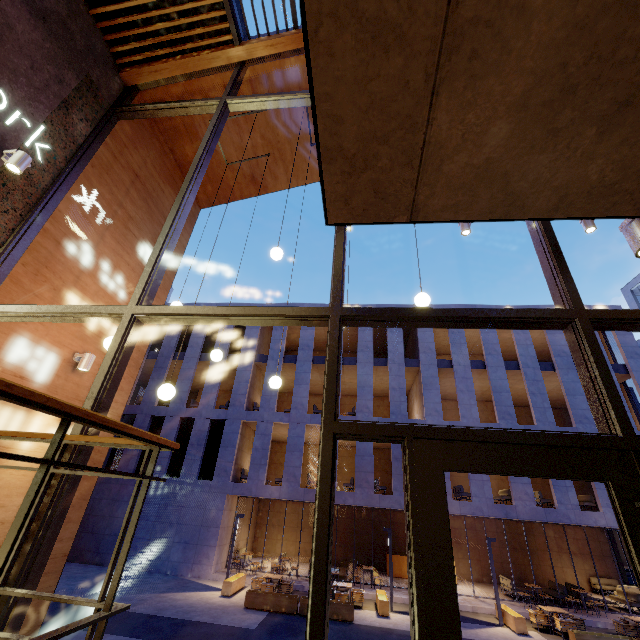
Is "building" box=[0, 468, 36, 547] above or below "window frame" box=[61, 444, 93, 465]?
below

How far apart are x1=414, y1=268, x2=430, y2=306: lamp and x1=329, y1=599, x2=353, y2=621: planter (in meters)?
13.09

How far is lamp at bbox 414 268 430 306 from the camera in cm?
390

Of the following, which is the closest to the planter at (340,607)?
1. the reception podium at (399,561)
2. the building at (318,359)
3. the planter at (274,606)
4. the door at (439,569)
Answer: the planter at (274,606)

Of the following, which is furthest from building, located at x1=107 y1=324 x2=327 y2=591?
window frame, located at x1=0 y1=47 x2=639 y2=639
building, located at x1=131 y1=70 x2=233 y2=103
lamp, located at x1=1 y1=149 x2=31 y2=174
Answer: lamp, located at x1=1 y1=149 x2=31 y2=174

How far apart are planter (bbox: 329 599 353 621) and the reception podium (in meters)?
9.30

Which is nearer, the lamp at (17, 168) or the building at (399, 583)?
→ the lamp at (17, 168)

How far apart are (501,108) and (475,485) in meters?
19.4
